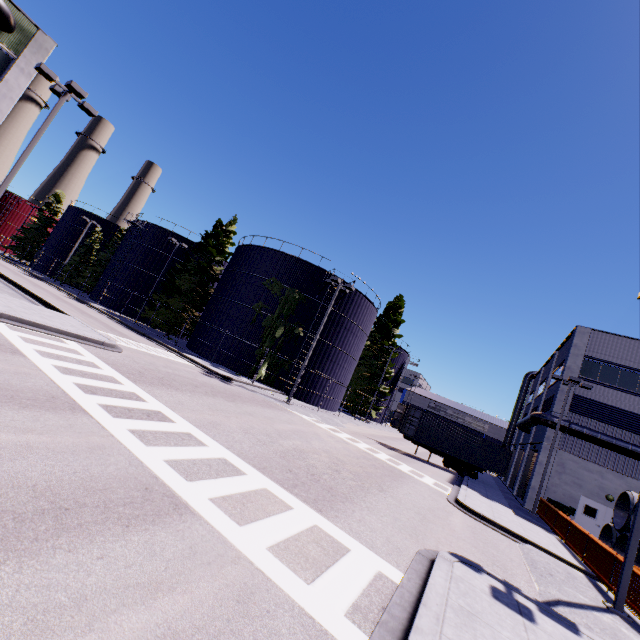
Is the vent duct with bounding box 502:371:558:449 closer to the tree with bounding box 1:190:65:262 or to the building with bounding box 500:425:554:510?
the building with bounding box 500:425:554:510

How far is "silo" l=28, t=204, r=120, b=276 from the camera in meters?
51.2

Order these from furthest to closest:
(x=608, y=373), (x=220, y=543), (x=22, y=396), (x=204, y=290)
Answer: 1. (x=204, y=290)
2. (x=608, y=373)
3. (x=22, y=396)
4. (x=220, y=543)

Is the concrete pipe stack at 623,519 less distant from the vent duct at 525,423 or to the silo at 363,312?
the silo at 363,312

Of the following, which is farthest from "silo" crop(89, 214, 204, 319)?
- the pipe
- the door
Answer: the door

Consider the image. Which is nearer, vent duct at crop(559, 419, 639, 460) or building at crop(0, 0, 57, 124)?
building at crop(0, 0, 57, 124)

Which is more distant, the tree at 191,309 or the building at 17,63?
the tree at 191,309

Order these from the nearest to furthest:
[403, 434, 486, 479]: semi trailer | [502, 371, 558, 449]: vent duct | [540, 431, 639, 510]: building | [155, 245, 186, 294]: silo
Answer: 1. [540, 431, 639, 510]: building
2. [502, 371, 558, 449]: vent duct
3. [403, 434, 486, 479]: semi trailer
4. [155, 245, 186, 294]: silo
